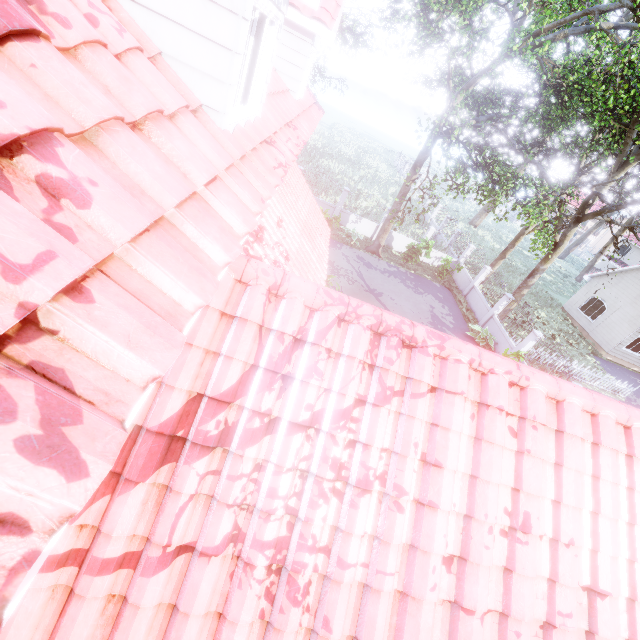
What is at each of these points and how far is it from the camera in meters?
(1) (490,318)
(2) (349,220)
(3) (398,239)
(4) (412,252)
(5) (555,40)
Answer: (1) fence, 18.4
(2) fence, 22.4
(3) fence, 23.0
(4) plant, 20.8
(5) tree, 13.9

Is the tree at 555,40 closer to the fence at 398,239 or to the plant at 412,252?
the fence at 398,239

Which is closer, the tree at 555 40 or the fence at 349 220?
the tree at 555 40

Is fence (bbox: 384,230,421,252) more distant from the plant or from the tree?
the plant

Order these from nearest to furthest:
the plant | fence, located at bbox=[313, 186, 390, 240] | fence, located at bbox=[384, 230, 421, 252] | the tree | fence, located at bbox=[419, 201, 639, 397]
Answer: the tree < fence, located at bbox=[419, 201, 639, 397] < the plant < fence, located at bbox=[313, 186, 390, 240] < fence, located at bbox=[384, 230, 421, 252]

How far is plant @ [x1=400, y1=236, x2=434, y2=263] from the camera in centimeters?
2020cm
